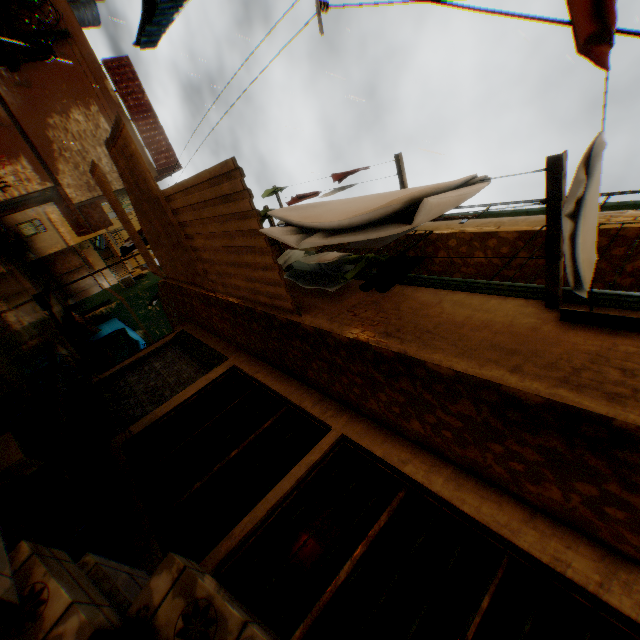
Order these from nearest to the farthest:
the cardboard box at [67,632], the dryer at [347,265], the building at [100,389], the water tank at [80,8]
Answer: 1. the cardboard box at [67,632]
2. the dryer at [347,265]
3. the building at [100,389]
4. the water tank at [80,8]

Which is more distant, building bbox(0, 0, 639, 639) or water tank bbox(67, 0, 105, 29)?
water tank bbox(67, 0, 105, 29)

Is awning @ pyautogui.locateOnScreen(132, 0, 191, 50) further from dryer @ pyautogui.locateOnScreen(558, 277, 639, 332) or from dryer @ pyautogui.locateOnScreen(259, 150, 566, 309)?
dryer @ pyautogui.locateOnScreen(259, 150, 566, 309)

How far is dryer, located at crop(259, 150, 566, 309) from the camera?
2.3 meters

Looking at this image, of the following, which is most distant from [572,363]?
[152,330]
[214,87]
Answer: [152,330]

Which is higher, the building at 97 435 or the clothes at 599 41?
the clothes at 599 41

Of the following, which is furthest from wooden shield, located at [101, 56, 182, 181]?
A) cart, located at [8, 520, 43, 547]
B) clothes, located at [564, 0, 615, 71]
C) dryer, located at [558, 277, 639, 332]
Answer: dryer, located at [558, 277, 639, 332]

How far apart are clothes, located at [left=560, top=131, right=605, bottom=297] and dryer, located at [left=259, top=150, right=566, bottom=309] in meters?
0.3 m
